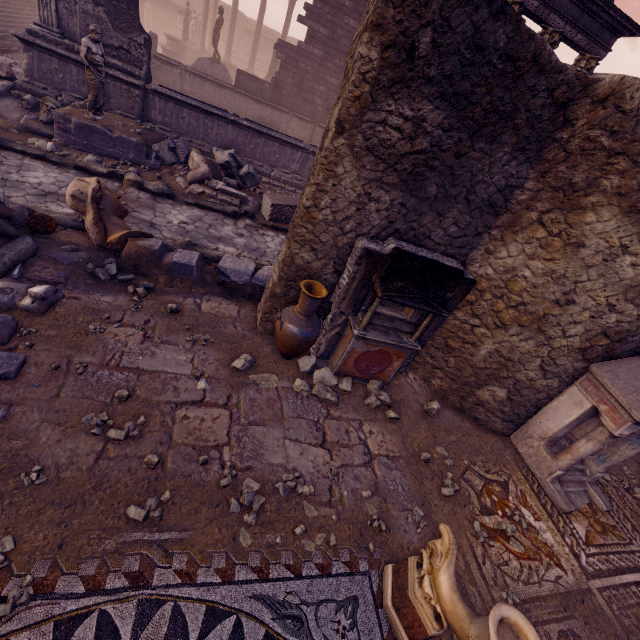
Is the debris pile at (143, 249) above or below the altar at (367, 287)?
below

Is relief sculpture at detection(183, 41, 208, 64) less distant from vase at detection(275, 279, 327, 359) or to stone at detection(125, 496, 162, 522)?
vase at detection(275, 279, 327, 359)

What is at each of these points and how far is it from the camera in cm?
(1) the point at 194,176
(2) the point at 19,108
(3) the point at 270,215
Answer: (1) debris pile, 838
(2) debris pile, 827
(3) sarcophagus, 888

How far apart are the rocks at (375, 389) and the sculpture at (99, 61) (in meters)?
9.06

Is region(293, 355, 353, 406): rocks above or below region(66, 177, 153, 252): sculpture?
below

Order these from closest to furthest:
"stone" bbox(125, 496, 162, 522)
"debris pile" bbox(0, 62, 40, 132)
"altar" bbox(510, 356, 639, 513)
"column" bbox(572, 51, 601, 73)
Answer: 1. "stone" bbox(125, 496, 162, 522)
2. "altar" bbox(510, 356, 639, 513)
3. "debris pile" bbox(0, 62, 40, 132)
4. "column" bbox(572, 51, 601, 73)

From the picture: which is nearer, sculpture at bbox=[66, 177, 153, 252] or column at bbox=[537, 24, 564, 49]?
sculpture at bbox=[66, 177, 153, 252]

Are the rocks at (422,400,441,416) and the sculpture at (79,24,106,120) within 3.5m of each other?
no
